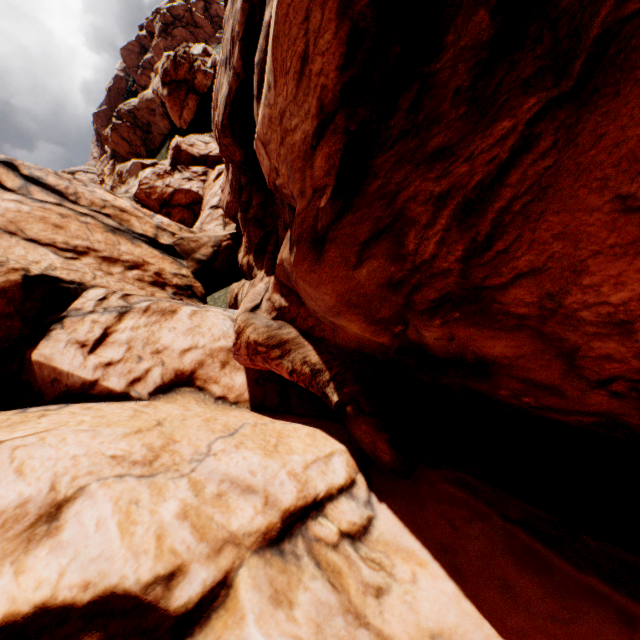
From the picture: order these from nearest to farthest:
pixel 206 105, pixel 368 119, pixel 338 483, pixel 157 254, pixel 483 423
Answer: pixel 368 119, pixel 338 483, pixel 483 423, pixel 157 254, pixel 206 105
